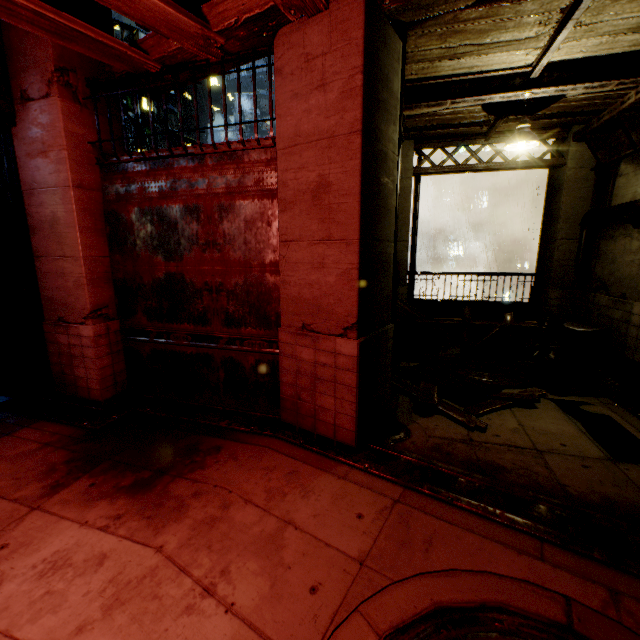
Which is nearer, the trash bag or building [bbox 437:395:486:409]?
building [bbox 437:395:486:409]

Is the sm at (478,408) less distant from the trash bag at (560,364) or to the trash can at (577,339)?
the trash bag at (560,364)

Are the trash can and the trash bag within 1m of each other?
yes

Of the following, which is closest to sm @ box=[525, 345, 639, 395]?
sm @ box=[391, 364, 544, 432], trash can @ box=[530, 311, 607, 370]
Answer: trash can @ box=[530, 311, 607, 370]

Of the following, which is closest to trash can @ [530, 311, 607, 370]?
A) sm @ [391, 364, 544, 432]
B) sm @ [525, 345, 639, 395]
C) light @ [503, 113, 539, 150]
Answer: sm @ [525, 345, 639, 395]

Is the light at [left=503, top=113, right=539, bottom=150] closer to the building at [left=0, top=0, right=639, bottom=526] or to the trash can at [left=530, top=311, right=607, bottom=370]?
the building at [left=0, top=0, right=639, bottom=526]

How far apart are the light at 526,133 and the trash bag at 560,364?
4.3m

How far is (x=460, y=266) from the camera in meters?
37.4
